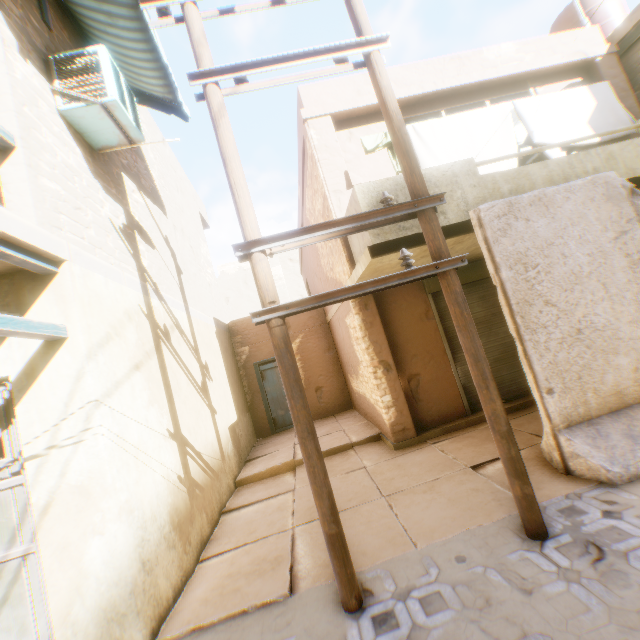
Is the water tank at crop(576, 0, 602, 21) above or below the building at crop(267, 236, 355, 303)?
above

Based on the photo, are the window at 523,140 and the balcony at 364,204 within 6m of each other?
yes

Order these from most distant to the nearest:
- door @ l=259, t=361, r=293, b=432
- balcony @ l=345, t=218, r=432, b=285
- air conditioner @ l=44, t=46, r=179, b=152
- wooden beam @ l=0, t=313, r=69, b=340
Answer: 1. door @ l=259, t=361, r=293, b=432
2. balcony @ l=345, t=218, r=432, b=285
3. air conditioner @ l=44, t=46, r=179, b=152
4. wooden beam @ l=0, t=313, r=69, b=340

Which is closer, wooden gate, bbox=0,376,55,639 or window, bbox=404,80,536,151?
wooden gate, bbox=0,376,55,639

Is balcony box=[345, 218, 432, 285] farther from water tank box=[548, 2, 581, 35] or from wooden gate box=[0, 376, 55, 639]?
water tank box=[548, 2, 581, 35]

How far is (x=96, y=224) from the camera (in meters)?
4.20

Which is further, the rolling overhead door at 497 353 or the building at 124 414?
the rolling overhead door at 497 353

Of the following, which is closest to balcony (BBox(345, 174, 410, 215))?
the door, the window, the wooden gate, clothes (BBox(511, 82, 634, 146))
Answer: clothes (BBox(511, 82, 634, 146))
